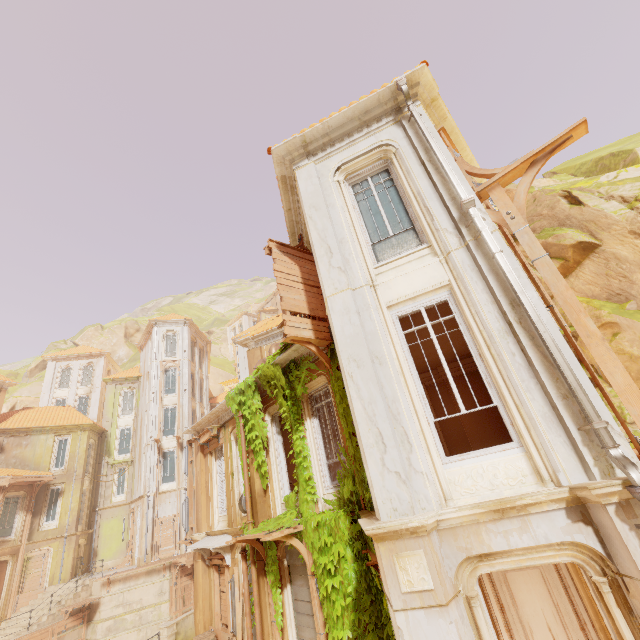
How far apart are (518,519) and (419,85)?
8.5m

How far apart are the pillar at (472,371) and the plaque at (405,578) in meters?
8.2

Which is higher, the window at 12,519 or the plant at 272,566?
the window at 12,519

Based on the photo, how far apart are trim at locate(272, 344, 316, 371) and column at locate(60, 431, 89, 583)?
26.67m

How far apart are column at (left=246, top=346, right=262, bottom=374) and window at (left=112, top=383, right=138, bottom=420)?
23.17m

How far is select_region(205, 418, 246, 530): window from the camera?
12.2 meters

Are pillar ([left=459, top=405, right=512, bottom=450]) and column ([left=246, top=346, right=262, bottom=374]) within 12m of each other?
yes

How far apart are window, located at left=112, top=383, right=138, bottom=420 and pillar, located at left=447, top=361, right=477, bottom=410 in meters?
32.2 m
